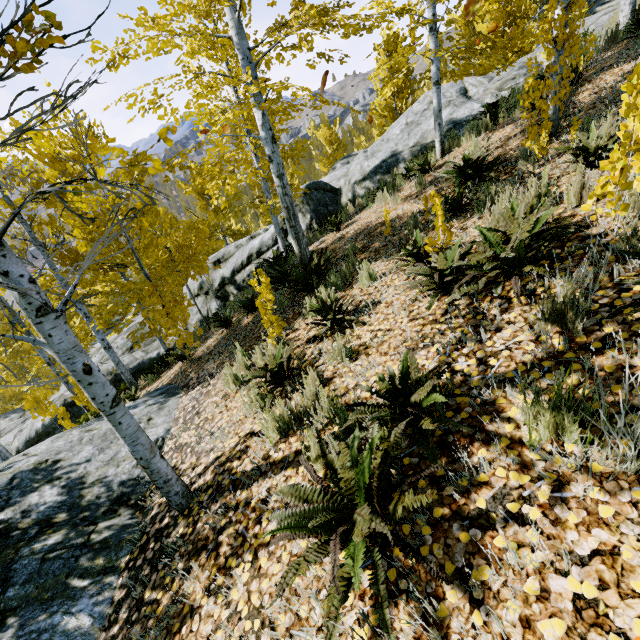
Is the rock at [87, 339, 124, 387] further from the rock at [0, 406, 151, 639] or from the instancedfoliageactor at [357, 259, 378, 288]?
the rock at [0, 406, 151, 639]

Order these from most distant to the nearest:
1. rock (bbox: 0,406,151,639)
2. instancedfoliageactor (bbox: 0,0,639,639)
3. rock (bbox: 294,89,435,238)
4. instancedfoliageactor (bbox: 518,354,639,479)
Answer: rock (bbox: 294,89,435,238) < rock (bbox: 0,406,151,639) < instancedfoliageactor (bbox: 0,0,639,639) < instancedfoliageactor (bbox: 518,354,639,479)

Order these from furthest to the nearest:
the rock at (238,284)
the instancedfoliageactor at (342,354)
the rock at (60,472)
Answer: the rock at (238,284), the instancedfoliageactor at (342,354), the rock at (60,472)

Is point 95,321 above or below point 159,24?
below

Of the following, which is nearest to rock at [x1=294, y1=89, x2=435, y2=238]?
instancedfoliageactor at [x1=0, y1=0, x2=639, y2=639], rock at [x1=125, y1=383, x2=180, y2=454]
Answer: instancedfoliageactor at [x1=0, y1=0, x2=639, y2=639]

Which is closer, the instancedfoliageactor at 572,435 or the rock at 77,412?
the instancedfoliageactor at 572,435

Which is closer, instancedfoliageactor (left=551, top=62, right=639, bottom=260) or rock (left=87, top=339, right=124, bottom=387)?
instancedfoliageactor (left=551, top=62, right=639, bottom=260)
